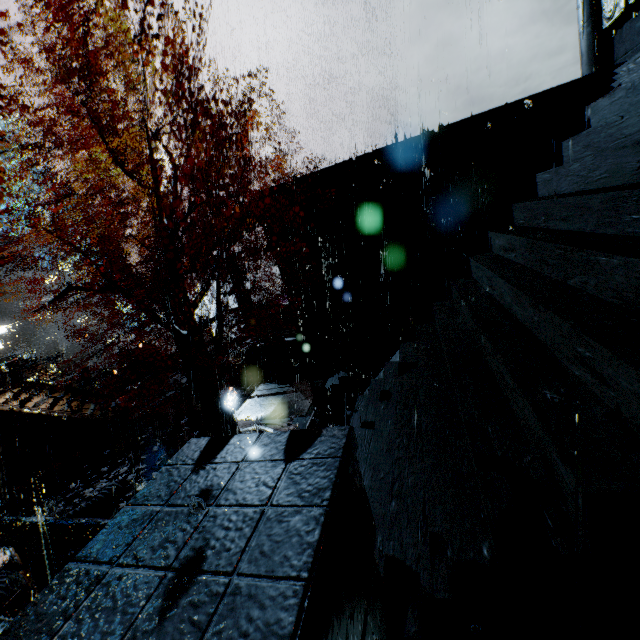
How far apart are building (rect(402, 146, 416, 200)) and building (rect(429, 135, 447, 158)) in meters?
0.4 m

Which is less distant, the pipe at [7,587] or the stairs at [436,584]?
the stairs at [436,584]

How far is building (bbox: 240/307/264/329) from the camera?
26.69m

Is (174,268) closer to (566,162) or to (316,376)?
(316,376)

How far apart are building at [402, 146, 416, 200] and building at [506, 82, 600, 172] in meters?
3.6

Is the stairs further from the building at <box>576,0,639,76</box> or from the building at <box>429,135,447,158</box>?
the building at <box>429,135,447,158</box>

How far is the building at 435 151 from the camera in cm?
1510

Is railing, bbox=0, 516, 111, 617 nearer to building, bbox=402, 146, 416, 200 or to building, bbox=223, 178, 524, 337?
building, bbox=223, 178, 524, 337
